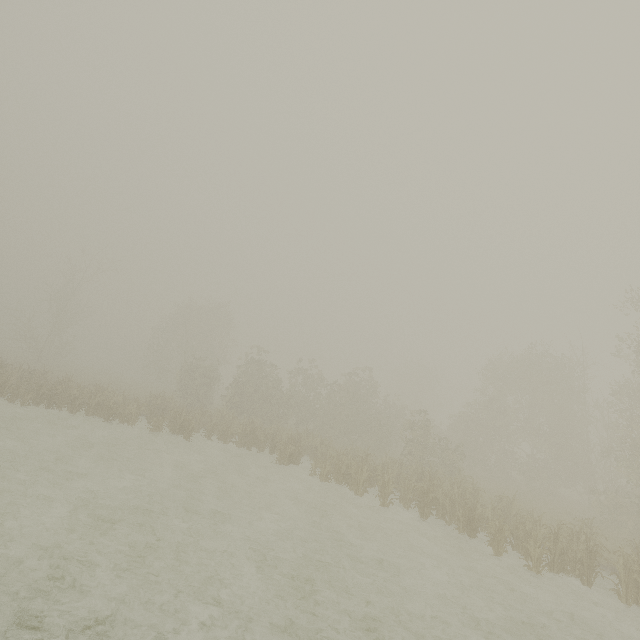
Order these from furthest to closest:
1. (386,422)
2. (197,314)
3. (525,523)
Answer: (197,314)
(386,422)
(525,523)
